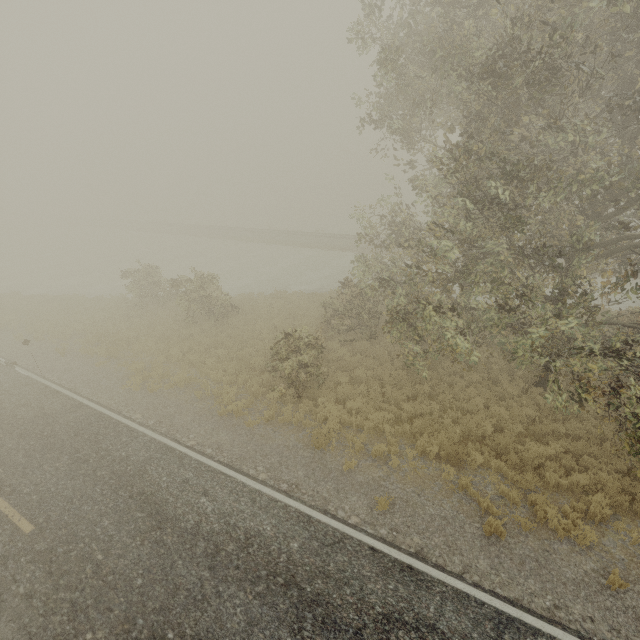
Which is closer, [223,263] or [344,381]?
[344,381]
